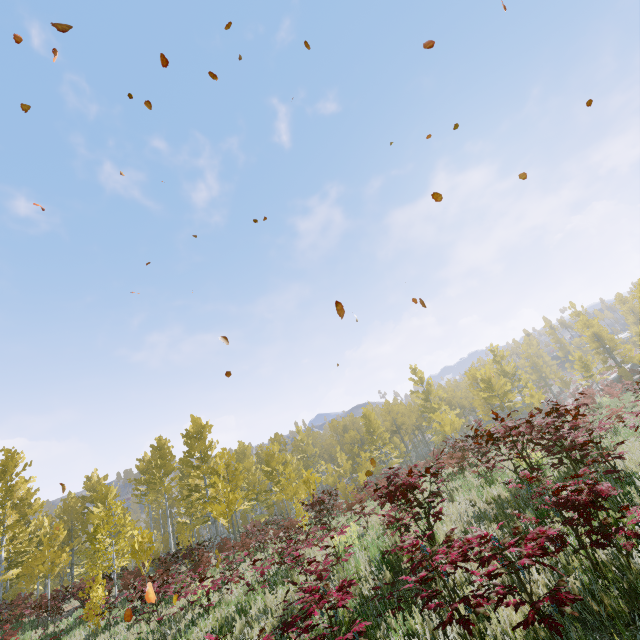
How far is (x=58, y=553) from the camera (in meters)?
17.11
